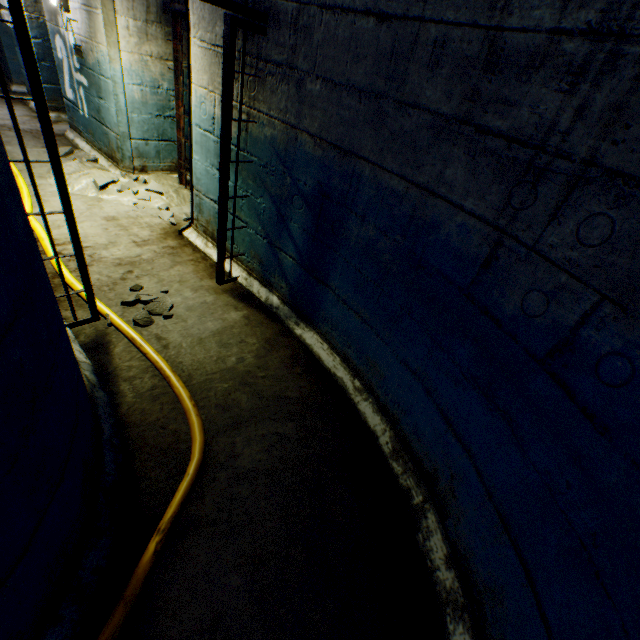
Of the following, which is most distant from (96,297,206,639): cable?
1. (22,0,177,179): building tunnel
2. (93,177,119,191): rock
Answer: (93,177,119,191): rock

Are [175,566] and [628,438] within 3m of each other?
yes

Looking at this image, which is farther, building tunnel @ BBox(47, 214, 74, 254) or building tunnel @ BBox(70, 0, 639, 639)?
building tunnel @ BBox(47, 214, 74, 254)

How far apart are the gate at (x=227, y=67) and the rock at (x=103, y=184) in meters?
2.4 m

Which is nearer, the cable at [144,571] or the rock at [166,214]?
the cable at [144,571]

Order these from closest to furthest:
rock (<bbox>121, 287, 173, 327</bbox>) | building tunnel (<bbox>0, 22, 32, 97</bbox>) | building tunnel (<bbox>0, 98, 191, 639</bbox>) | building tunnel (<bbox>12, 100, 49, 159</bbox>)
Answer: building tunnel (<bbox>0, 98, 191, 639</bbox>), rock (<bbox>121, 287, 173, 327</bbox>), building tunnel (<bbox>12, 100, 49, 159</bbox>), building tunnel (<bbox>0, 22, 32, 97</bbox>)

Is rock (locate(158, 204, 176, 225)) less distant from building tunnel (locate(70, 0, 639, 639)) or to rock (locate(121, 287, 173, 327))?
building tunnel (locate(70, 0, 639, 639))

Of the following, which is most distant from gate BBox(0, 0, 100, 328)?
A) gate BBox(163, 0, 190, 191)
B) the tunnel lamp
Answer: the tunnel lamp
